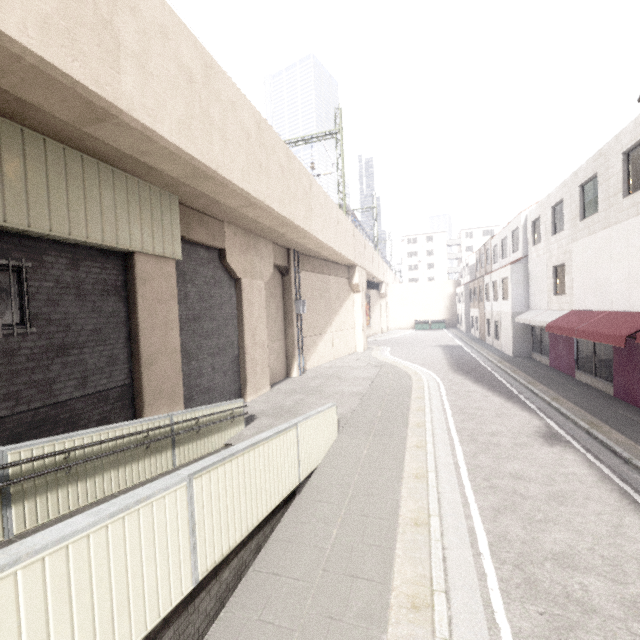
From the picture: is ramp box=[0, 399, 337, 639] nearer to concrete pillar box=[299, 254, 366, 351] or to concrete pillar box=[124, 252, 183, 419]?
concrete pillar box=[124, 252, 183, 419]

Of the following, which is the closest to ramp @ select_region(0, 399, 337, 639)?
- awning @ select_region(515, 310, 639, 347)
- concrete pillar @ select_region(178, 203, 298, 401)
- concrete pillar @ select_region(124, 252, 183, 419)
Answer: concrete pillar @ select_region(124, 252, 183, 419)

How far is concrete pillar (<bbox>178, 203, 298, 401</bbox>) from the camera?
10.8m

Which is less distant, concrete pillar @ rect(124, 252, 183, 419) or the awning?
concrete pillar @ rect(124, 252, 183, 419)

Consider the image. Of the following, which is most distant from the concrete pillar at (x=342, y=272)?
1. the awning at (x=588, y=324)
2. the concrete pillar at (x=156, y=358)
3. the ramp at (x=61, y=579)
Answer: the awning at (x=588, y=324)

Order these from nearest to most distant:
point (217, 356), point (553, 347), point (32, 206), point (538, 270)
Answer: point (32, 206)
point (217, 356)
point (553, 347)
point (538, 270)

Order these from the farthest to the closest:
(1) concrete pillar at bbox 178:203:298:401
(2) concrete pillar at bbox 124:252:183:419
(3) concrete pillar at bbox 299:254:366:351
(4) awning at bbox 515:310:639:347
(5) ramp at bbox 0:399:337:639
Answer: (3) concrete pillar at bbox 299:254:366:351, (1) concrete pillar at bbox 178:203:298:401, (4) awning at bbox 515:310:639:347, (2) concrete pillar at bbox 124:252:183:419, (5) ramp at bbox 0:399:337:639
